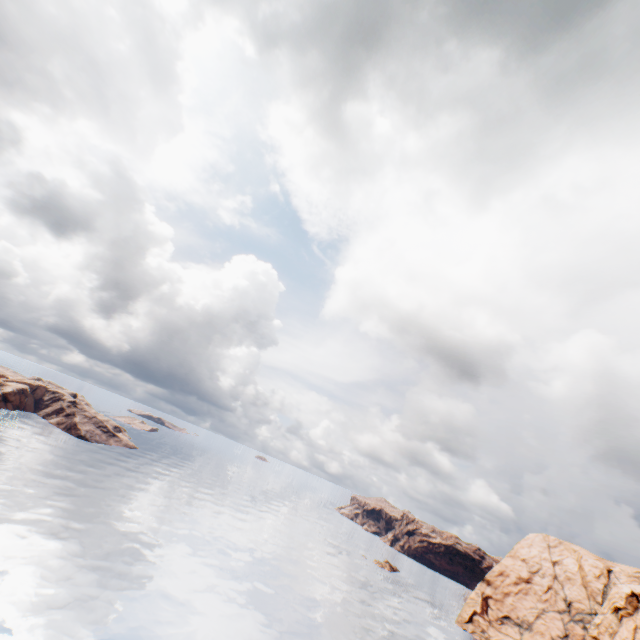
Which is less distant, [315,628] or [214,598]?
[214,598]
